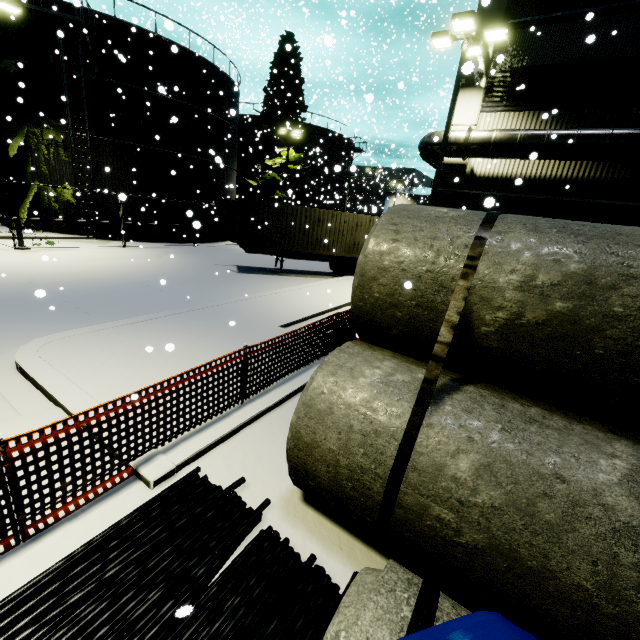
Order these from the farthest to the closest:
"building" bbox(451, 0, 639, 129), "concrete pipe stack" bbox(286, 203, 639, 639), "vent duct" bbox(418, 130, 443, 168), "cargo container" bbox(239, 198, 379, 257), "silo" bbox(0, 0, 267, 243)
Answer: "silo" bbox(0, 0, 267, 243) → "cargo container" bbox(239, 198, 379, 257) → "vent duct" bbox(418, 130, 443, 168) → "building" bbox(451, 0, 639, 129) → "concrete pipe stack" bbox(286, 203, 639, 639)

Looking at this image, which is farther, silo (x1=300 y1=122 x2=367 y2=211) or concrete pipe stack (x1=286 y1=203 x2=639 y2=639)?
silo (x1=300 y1=122 x2=367 y2=211)

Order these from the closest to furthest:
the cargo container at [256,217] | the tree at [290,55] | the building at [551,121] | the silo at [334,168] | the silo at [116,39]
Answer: the building at [551,121]
the cargo container at [256,217]
the silo at [116,39]
the tree at [290,55]
the silo at [334,168]

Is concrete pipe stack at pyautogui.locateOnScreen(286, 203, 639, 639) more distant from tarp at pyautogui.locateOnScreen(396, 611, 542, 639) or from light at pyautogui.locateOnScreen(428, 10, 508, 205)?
light at pyautogui.locateOnScreen(428, 10, 508, 205)

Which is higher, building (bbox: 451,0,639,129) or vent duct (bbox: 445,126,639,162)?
building (bbox: 451,0,639,129)

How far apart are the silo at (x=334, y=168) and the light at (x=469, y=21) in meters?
25.1 m

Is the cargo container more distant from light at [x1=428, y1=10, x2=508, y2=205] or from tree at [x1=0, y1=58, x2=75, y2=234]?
light at [x1=428, y1=10, x2=508, y2=205]

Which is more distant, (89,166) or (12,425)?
(89,166)
